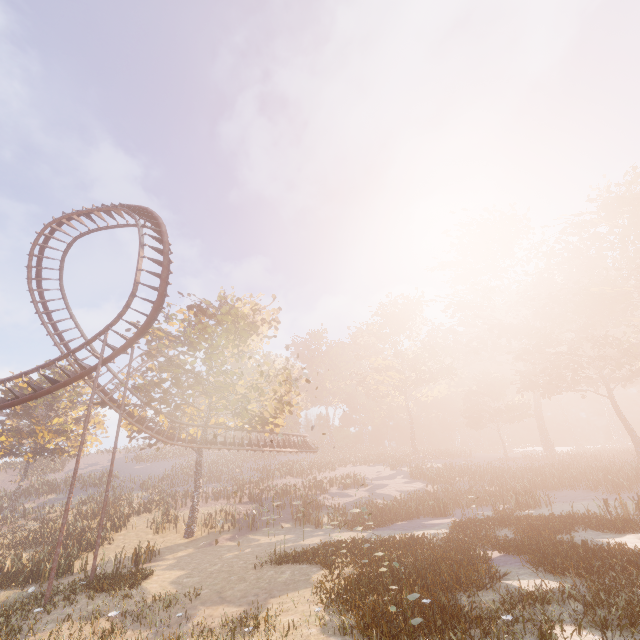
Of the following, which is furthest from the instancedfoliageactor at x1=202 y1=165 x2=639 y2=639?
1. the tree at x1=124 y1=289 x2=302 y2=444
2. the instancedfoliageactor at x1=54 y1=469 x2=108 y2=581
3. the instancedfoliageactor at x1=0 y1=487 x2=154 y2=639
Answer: the instancedfoliageactor at x1=54 y1=469 x2=108 y2=581

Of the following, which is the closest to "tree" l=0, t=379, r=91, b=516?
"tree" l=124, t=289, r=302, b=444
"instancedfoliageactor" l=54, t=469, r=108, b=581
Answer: "instancedfoliageactor" l=54, t=469, r=108, b=581

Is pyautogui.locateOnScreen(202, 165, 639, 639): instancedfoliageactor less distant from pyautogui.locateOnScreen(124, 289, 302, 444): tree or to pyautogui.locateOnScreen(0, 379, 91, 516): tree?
pyautogui.locateOnScreen(124, 289, 302, 444): tree

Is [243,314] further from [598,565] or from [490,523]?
[598,565]

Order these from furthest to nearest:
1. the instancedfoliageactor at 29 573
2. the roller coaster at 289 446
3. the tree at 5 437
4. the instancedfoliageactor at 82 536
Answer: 1. the tree at 5 437
2. the roller coaster at 289 446
3. the instancedfoliageactor at 82 536
4. the instancedfoliageactor at 29 573

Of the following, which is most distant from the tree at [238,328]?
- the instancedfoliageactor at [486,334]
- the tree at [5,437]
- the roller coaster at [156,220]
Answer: the instancedfoliageactor at [486,334]

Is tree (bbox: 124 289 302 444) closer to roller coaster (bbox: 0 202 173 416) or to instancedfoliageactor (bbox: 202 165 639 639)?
roller coaster (bbox: 0 202 173 416)

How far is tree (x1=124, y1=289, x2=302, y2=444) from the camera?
24.75m
